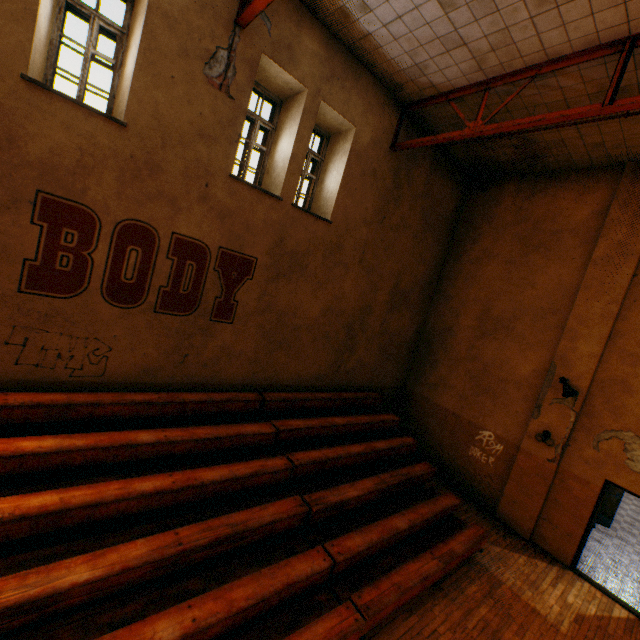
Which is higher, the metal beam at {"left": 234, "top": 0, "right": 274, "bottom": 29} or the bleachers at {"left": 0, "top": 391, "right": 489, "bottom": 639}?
the metal beam at {"left": 234, "top": 0, "right": 274, "bottom": 29}

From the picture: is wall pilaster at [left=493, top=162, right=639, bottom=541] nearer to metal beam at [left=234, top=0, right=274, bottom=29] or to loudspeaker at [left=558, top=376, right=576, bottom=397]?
loudspeaker at [left=558, top=376, right=576, bottom=397]

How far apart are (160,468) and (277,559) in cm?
220

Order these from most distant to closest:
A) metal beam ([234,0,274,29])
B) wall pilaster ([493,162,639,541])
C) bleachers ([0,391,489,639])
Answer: wall pilaster ([493,162,639,541]) → metal beam ([234,0,274,29]) → bleachers ([0,391,489,639])

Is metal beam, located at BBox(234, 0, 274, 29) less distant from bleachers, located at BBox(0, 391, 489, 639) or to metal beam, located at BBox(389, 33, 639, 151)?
metal beam, located at BBox(389, 33, 639, 151)

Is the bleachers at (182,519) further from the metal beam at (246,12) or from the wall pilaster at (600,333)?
the metal beam at (246,12)

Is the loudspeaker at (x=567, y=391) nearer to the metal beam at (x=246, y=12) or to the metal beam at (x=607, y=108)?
the metal beam at (x=607, y=108)

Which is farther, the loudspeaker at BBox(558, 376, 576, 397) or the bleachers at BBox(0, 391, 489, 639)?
the loudspeaker at BBox(558, 376, 576, 397)
